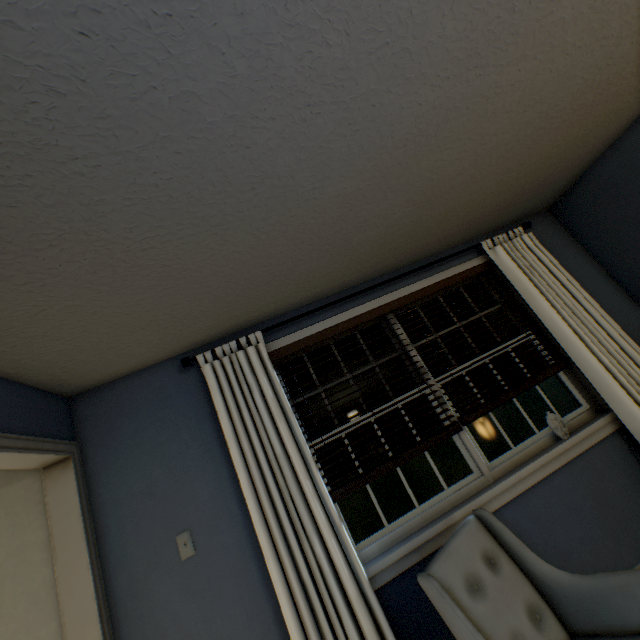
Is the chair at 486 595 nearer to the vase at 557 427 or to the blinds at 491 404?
the blinds at 491 404

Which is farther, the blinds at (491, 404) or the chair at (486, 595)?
the blinds at (491, 404)

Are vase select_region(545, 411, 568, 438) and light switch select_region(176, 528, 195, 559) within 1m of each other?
no

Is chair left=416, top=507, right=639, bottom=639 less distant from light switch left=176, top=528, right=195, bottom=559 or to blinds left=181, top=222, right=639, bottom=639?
blinds left=181, top=222, right=639, bottom=639

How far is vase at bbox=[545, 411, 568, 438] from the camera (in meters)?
2.24

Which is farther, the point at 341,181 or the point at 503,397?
the point at 503,397

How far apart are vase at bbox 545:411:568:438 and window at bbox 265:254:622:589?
0.0m

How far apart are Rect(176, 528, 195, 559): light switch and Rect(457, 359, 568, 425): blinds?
0.86m
